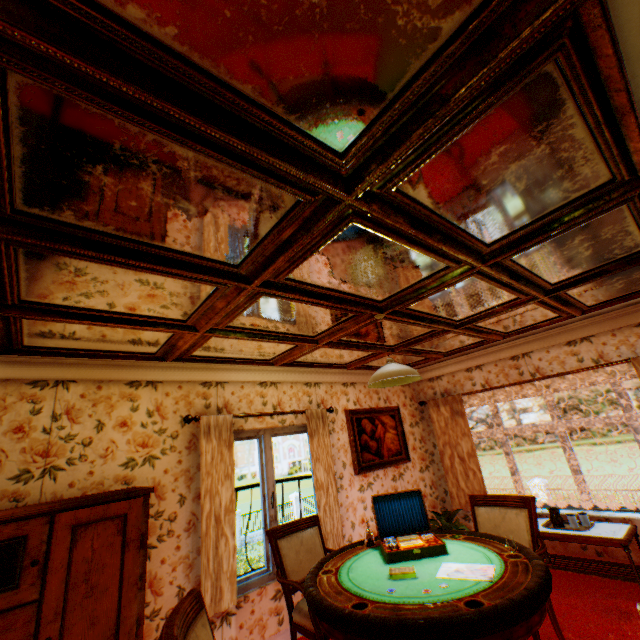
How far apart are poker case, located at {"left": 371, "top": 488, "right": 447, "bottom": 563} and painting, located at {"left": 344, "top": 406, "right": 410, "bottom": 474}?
2.2m

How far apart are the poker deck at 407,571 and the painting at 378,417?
2.8 meters

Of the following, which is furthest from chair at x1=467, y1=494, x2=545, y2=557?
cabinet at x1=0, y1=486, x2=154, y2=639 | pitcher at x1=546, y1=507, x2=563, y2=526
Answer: cabinet at x1=0, y1=486, x2=154, y2=639

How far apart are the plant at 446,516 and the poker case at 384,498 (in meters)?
2.71

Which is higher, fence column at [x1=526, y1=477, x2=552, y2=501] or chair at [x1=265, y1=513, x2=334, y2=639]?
chair at [x1=265, y1=513, x2=334, y2=639]

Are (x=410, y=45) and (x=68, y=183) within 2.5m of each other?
yes

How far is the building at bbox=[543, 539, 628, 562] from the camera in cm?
412

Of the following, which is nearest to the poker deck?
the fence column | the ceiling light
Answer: the ceiling light
